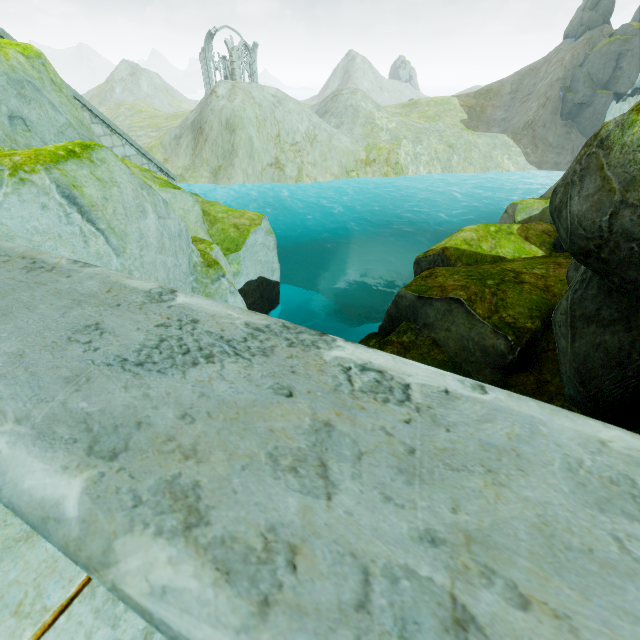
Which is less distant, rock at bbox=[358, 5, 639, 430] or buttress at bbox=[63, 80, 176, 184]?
rock at bbox=[358, 5, 639, 430]

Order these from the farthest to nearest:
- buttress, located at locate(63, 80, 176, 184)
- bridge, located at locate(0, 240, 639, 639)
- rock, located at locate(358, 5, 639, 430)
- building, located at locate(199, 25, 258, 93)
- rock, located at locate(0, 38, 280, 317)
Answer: building, located at locate(199, 25, 258, 93)
buttress, located at locate(63, 80, 176, 184)
rock, located at locate(0, 38, 280, 317)
rock, located at locate(358, 5, 639, 430)
bridge, located at locate(0, 240, 639, 639)

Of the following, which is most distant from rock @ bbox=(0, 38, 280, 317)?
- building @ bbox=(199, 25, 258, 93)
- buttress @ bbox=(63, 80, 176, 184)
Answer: building @ bbox=(199, 25, 258, 93)

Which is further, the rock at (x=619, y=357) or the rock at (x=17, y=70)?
the rock at (x=17, y=70)

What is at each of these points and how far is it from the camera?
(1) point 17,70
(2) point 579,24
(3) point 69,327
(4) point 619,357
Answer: (1) rock, 4.6m
(2) rock, 42.7m
(3) bridge, 1.0m
(4) rock, 4.4m

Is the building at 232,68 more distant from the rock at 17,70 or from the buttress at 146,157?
the buttress at 146,157

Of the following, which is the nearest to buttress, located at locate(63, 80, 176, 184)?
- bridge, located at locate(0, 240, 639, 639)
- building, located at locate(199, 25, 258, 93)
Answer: bridge, located at locate(0, 240, 639, 639)

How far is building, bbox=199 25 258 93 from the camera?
51.5 meters
